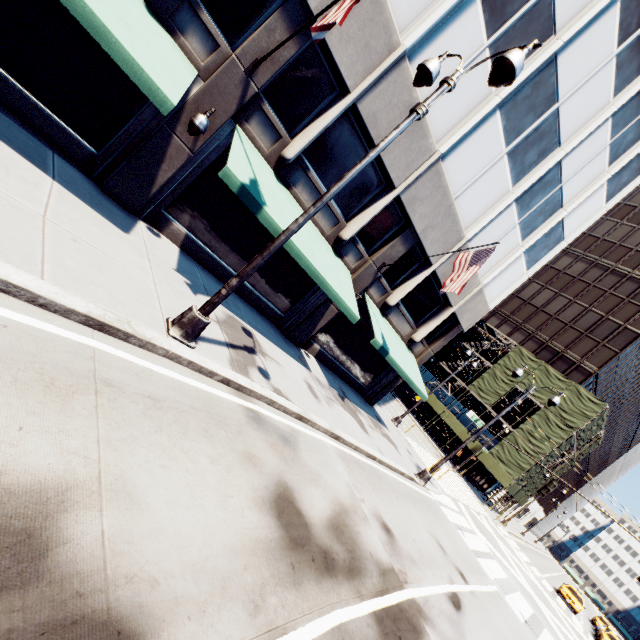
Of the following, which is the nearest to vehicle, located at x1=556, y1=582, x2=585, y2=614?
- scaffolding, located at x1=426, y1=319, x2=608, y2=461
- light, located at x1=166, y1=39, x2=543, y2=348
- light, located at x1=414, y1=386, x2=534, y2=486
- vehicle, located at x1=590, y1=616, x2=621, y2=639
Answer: vehicle, located at x1=590, y1=616, x2=621, y2=639

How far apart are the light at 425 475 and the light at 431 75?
12.98m

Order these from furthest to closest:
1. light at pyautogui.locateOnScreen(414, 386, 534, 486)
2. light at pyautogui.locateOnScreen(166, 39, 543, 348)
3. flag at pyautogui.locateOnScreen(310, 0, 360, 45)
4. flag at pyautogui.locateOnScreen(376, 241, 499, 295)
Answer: light at pyautogui.locateOnScreen(414, 386, 534, 486)
flag at pyautogui.locateOnScreen(376, 241, 499, 295)
flag at pyautogui.locateOnScreen(310, 0, 360, 45)
light at pyautogui.locateOnScreen(166, 39, 543, 348)

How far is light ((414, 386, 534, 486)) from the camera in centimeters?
1491cm

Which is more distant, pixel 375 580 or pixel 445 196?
pixel 445 196

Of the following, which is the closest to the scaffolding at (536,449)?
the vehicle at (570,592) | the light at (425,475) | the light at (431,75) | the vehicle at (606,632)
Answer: the vehicle at (570,592)

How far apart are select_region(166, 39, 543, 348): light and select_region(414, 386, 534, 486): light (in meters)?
12.98

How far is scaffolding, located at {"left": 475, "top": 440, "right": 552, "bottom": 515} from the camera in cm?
3262
